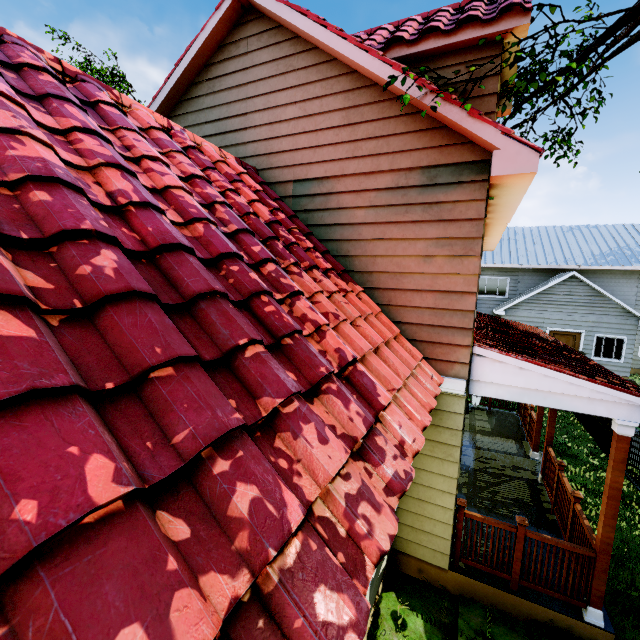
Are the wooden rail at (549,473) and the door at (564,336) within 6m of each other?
no

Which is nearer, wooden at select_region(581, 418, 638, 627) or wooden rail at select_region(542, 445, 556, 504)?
wooden at select_region(581, 418, 638, 627)

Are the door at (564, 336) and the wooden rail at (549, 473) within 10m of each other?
no

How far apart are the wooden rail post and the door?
17.04m

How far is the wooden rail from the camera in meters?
6.4 m

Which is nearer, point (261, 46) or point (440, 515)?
point (440, 515)

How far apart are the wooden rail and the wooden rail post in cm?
234

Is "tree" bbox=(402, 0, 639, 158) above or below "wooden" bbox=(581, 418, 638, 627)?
above
